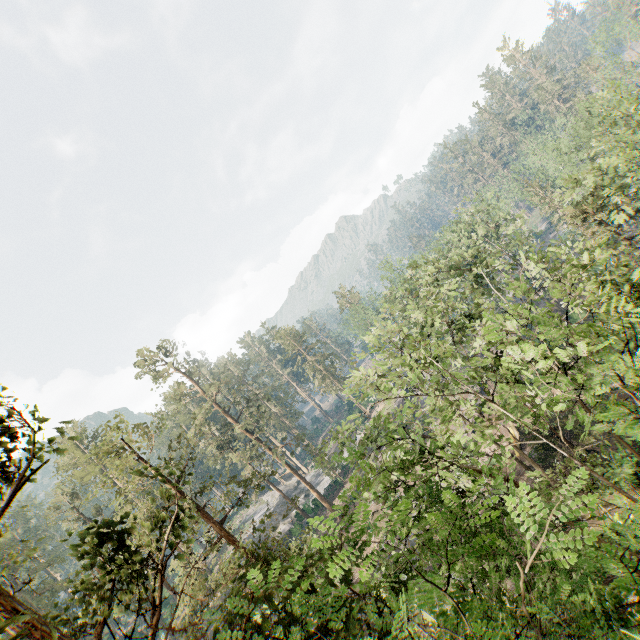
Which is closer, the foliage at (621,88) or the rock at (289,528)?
the foliage at (621,88)

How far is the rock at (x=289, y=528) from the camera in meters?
46.3 m

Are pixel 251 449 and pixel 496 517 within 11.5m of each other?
no

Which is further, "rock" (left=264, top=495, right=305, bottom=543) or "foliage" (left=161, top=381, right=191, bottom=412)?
"rock" (left=264, top=495, right=305, bottom=543)

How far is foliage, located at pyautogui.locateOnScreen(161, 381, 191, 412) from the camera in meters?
39.9 m

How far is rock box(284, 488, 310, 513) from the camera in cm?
4634

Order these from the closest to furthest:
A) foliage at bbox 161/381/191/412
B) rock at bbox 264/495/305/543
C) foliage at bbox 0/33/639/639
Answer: foliage at bbox 0/33/639/639
foliage at bbox 161/381/191/412
rock at bbox 264/495/305/543
